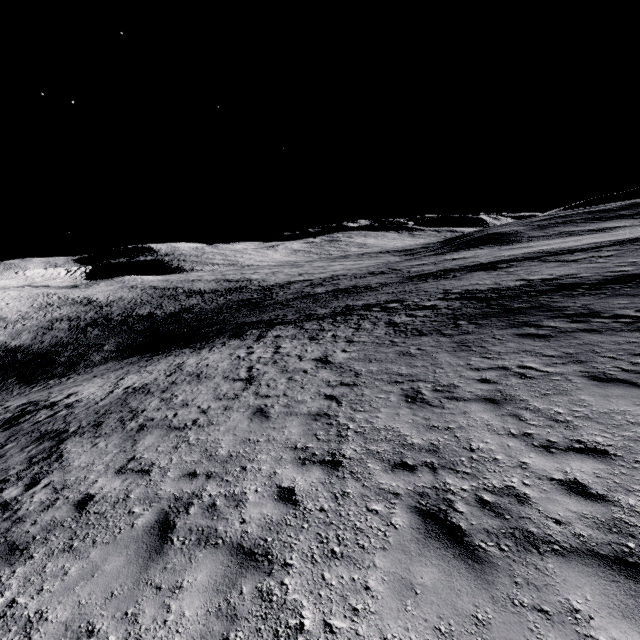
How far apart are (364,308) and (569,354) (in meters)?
17.53
